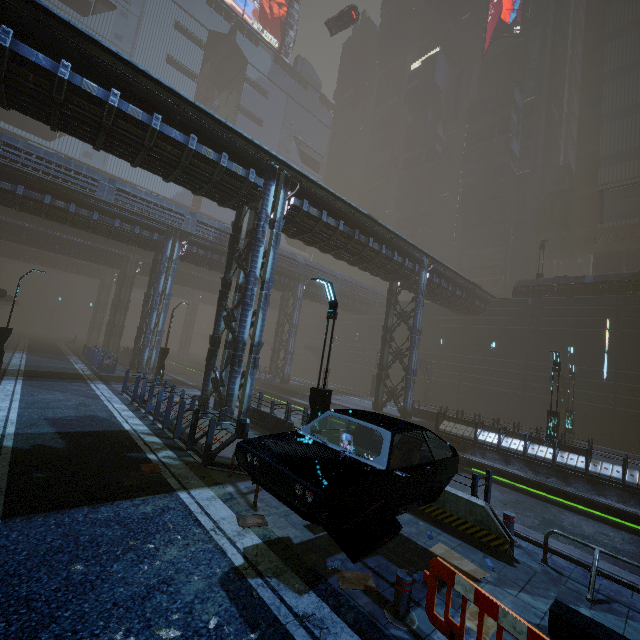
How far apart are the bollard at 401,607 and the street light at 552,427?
16.65m

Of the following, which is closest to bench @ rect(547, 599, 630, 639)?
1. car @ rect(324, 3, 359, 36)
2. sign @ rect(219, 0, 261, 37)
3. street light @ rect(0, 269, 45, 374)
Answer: street light @ rect(0, 269, 45, 374)

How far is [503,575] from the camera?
5.84m

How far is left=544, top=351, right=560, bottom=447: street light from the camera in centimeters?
1706cm

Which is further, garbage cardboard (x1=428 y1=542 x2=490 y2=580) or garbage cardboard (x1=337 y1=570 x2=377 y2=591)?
garbage cardboard (x1=428 y1=542 x2=490 y2=580)

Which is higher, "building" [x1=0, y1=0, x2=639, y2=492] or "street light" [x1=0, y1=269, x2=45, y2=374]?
"street light" [x1=0, y1=269, x2=45, y2=374]

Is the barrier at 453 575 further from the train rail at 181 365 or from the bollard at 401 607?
the train rail at 181 365

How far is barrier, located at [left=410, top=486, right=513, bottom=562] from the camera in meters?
6.5 m
